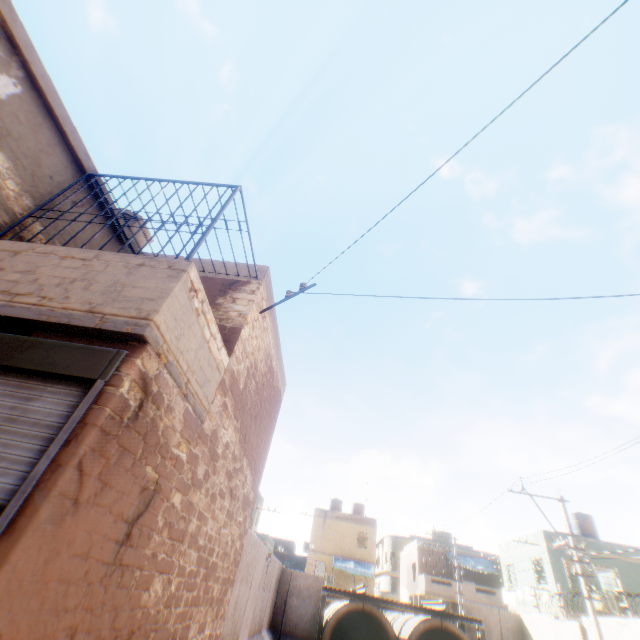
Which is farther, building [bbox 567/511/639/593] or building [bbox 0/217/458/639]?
building [bbox 567/511/639/593]

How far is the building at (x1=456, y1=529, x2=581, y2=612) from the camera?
20.2 meters

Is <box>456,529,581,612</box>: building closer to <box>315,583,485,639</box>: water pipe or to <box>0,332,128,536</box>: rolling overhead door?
<box>315,583,485,639</box>: water pipe

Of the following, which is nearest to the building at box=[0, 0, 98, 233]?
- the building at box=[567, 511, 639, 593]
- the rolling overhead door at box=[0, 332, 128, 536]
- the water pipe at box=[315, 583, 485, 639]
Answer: the rolling overhead door at box=[0, 332, 128, 536]

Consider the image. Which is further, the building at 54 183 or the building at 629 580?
the building at 629 580

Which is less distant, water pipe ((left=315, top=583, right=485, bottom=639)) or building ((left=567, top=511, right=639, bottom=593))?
water pipe ((left=315, top=583, right=485, bottom=639))

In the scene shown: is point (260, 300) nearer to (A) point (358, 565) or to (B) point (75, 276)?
Result: (B) point (75, 276)

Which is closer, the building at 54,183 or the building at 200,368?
the building at 200,368
